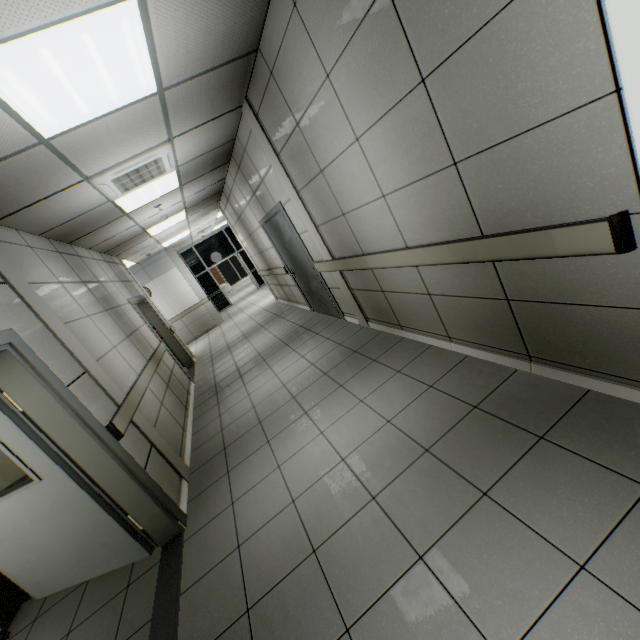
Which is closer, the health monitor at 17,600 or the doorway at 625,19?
the doorway at 625,19

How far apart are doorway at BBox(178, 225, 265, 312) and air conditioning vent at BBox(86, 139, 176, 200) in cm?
1087

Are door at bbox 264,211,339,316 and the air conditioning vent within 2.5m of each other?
yes

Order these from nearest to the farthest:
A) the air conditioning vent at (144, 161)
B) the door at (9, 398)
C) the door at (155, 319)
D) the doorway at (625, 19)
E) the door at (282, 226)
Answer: the doorway at (625, 19) < the door at (9, 398) < the air conditioning vent at (144, 161) < the door at (282, 226) < the door at (155, 319)

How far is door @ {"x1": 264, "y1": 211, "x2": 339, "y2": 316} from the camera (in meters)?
5.37

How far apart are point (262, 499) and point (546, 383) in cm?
239

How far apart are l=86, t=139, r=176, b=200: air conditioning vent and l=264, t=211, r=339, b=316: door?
1.58m

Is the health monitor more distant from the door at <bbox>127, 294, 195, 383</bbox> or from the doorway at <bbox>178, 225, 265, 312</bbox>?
the doorway at <bbox>178, 225, 265, 312</bbox>
